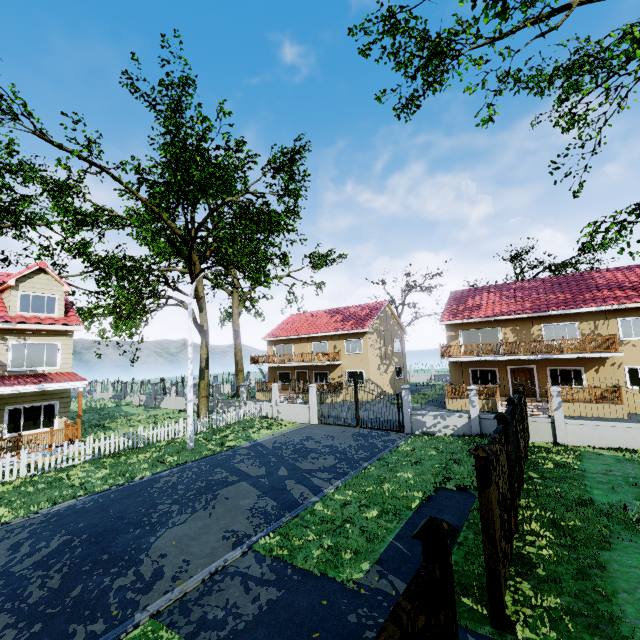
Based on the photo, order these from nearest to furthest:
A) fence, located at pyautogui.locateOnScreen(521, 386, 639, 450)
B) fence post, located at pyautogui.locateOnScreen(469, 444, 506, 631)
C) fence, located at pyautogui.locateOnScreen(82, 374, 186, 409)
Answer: fence post, located at pyautogui.locateOnScreen(469, 444, 506, 631)
fence, located at pyautogui.locateOnScreen(521, 386, 639, 450)
fence, located at pyautogui.locateOnScreen(82, 374, 186, 409)

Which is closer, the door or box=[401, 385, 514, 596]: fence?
box=[401, 385, 514, 596]: fence

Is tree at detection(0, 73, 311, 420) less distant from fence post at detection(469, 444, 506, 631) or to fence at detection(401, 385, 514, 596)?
fence at detection(401, 385, 514, 596)

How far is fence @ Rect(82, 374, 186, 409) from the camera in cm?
2992

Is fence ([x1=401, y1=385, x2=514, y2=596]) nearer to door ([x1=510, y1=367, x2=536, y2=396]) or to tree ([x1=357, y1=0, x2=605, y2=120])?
tree ([x1=357, y1=0, x2=605, y2=120])

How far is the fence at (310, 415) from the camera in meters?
20.5 m

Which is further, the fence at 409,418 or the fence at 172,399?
the fence at 172,399

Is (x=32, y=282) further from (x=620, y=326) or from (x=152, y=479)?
(x=620, y=326)
